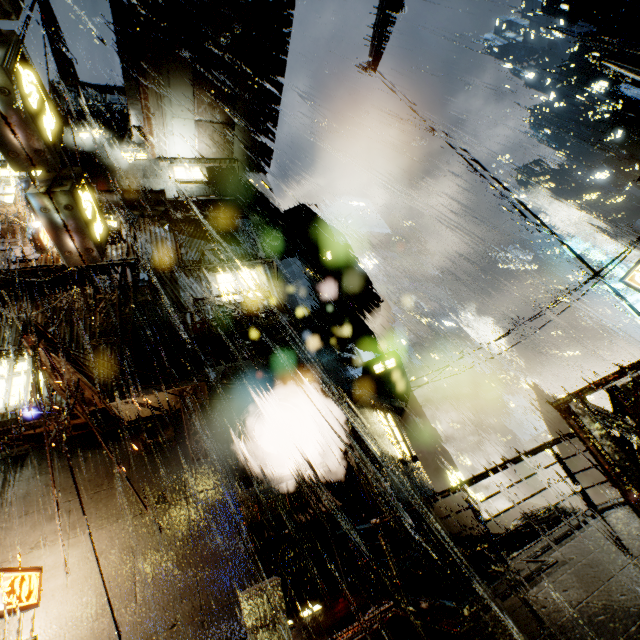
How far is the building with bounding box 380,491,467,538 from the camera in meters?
10.2 m

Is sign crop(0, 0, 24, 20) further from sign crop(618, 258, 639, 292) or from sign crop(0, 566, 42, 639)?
sign crop(618, 258, 639, 292)

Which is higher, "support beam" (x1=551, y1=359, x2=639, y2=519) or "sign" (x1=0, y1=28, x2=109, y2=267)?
"sign" (x1=0, y1=28, x2=109, y2=267)

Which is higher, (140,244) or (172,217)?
(172,217)

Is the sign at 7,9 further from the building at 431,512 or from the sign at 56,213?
the sign at 56,213

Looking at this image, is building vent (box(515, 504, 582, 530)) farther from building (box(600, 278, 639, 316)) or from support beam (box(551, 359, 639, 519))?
support beam (box(551, 359, 639, 519))

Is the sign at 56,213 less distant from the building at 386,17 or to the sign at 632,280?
the building at 386,17
